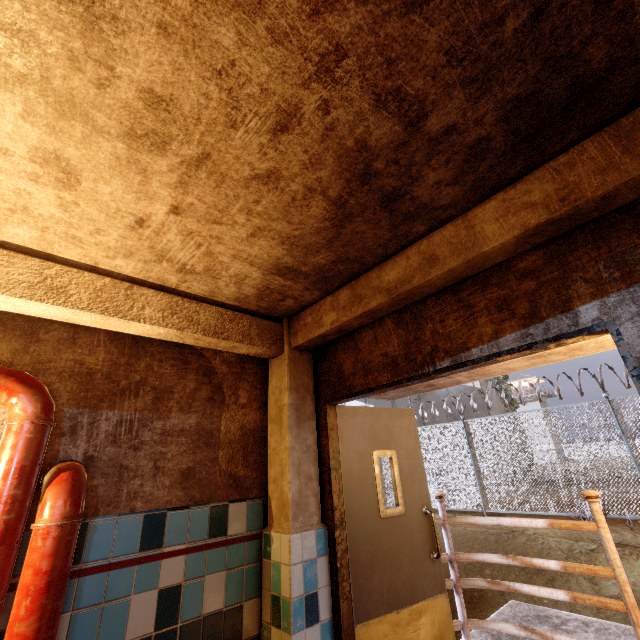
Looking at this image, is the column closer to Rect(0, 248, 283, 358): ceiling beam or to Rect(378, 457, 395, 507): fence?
Rect(0, 248, 283, 358): ceiling beam

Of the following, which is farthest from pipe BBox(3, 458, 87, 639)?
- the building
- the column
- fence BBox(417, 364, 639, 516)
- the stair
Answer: the building

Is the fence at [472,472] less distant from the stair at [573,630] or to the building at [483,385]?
the stair at [573,630]

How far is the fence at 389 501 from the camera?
12.5 meters

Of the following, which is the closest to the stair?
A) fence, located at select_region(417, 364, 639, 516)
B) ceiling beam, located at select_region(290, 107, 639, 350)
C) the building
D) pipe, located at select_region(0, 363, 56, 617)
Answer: pipe, located at select_region(0, 363, 56, 617)

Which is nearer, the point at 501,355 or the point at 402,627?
the point at 501,355

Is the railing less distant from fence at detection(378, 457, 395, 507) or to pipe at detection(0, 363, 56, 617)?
pipe at detection(0, 363, 56, 617)

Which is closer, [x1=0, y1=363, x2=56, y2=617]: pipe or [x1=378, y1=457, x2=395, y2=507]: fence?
[x1=0, y1=363, x2=56, y2=617]: pipe
